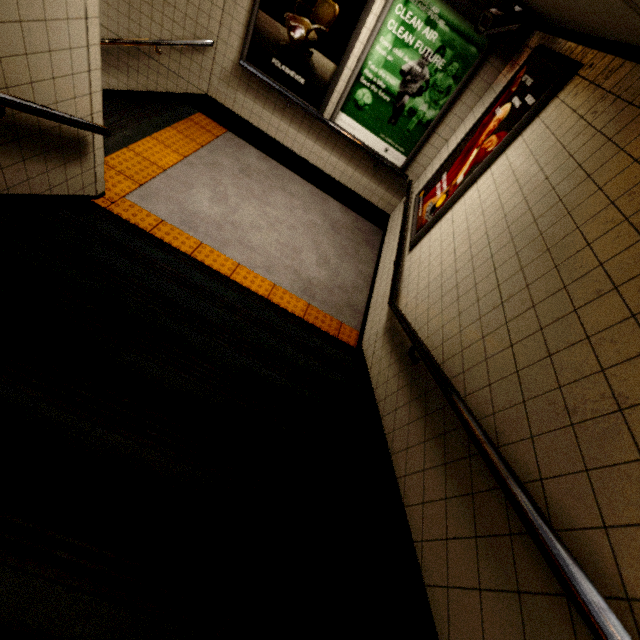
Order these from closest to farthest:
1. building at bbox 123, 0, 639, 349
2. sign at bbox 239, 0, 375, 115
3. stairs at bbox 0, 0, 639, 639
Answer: stairs at bbox 0, 0, 639, 639
building at bbox 123, 0, 639, 349
sign at bbox 239, 0, 375, 115

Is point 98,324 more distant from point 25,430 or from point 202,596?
point 202,596

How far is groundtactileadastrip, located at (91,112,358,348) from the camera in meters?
3.4 m

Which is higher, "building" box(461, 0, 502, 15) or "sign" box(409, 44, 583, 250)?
"building" box(461, 0, 502, 15)

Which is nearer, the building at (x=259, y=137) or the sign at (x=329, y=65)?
the building at (x=259, y=137)

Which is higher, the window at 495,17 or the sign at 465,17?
the window at 495,17

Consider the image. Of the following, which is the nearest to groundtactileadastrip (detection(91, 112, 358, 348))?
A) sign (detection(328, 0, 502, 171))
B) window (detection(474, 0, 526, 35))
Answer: sign (detection(328, 0, 502, 171))

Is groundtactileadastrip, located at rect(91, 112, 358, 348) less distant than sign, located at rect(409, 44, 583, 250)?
No
